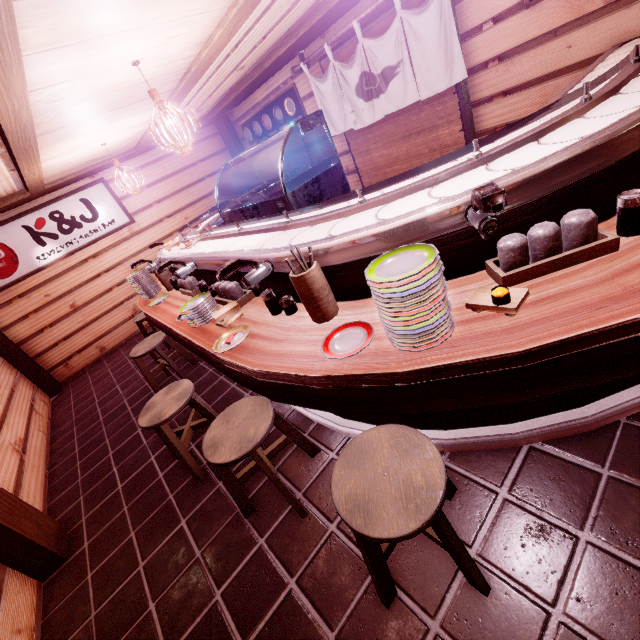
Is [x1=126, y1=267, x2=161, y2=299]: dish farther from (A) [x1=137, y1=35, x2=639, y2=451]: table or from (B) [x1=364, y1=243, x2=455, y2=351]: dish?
(B) [x1=364, y1=243, x2=455, y2=351]: dish

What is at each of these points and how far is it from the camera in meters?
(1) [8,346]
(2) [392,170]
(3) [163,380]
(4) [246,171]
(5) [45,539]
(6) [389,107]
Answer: (1) wood pole, 9.6 m
(2) blind, 8.8 m
(3) building, 8.0 m
(4) wood pole, 13.5 m
(5) wood pole, 4.5 m
(6) flag, 7.5 m

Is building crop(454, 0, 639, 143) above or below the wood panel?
below

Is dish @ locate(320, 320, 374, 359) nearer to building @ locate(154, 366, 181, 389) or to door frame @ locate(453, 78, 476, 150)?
building @ locate(154, 366, 181, 389)

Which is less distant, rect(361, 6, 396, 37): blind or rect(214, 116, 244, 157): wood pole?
rect(361, 6, 396, 37): blind

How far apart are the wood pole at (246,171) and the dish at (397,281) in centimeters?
1294cm

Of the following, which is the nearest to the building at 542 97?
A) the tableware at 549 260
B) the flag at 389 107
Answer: the flag at 389 107

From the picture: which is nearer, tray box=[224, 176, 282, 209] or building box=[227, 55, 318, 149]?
tray box=[224, 176, 282, 209]
